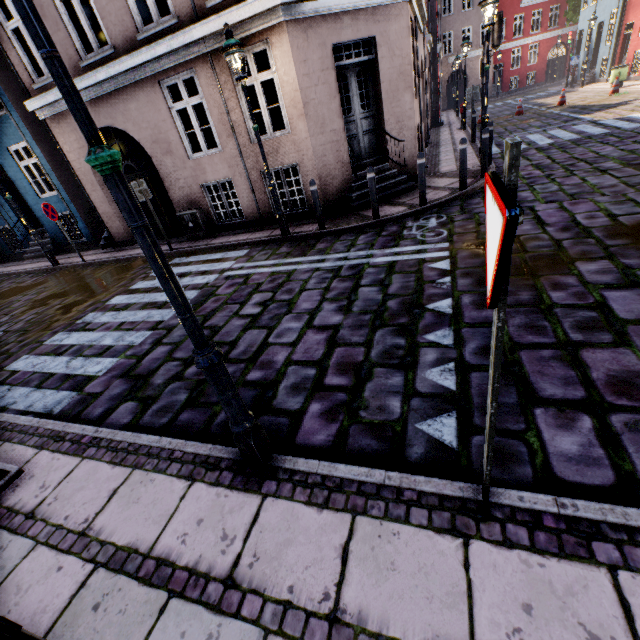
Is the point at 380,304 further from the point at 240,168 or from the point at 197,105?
the point at 197,105

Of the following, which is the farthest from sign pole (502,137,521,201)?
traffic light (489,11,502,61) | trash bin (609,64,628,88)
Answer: trash bin (609,64,628,88)

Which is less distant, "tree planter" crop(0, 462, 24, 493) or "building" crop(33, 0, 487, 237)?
"tree planter" crop(0, 462, 24, 493)

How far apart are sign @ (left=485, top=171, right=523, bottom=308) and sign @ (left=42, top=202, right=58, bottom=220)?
12.28m

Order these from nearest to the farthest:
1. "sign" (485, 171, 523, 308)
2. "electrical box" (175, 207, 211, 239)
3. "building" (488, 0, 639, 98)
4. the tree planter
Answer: "sign" (485, 171, 523, 308) → the tree planter → "electrical box" (175, 207, 211, 239) → "building" (488, 0, 639, 98)

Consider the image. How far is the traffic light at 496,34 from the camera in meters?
8.8

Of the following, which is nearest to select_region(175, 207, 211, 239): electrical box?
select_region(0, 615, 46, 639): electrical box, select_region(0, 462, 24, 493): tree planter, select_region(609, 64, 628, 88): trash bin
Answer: select_region(0, 462, 24, 493): tree planter

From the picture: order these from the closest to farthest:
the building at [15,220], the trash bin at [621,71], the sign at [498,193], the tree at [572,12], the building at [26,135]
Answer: the sign at [498,193]
the building at [26,135]
the building at [15,220]
the trash bin at [621,71]
the tree at [572,12]
